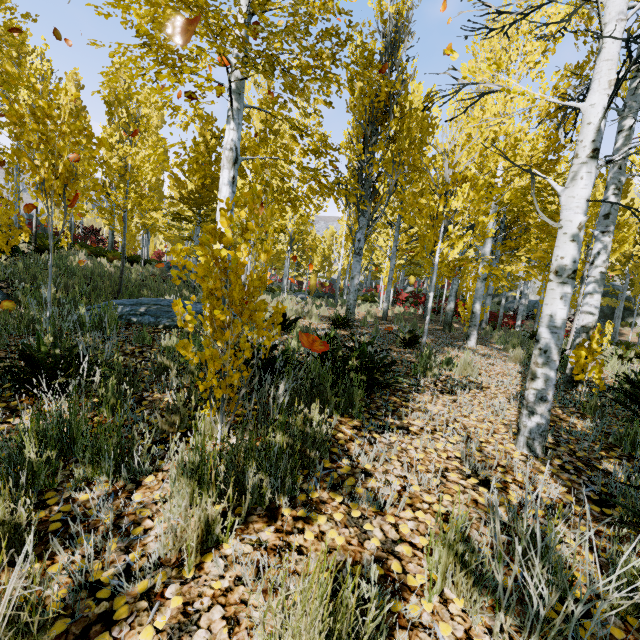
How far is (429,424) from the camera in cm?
256

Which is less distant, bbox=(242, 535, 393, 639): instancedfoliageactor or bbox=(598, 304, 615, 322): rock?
bbox=(242, 535, 393, 639): instancedfoliageactor

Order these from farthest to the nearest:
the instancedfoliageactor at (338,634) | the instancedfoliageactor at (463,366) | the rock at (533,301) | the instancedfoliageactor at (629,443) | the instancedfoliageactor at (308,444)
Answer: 1. the rock at (533,301)
2. the instancedfoliageactor at (463,366)
3. the instancedfoliageactor at (629,443)
4. the instancedfoliageactor at (308,444)
5. the instancedfoliageactor at (338,634)

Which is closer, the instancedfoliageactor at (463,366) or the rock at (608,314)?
the instancedfoliageactor at (463,366)

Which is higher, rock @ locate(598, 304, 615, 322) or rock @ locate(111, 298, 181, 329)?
rock @ locate(598, 304, 615, 322)

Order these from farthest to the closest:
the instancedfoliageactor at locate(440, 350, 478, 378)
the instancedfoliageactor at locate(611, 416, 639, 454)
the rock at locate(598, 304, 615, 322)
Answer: the rock at locate(598, 304, 615, 322)
the instancedfoliageactor at locate(440, 350, 478, 378)
the instancedfoliageactor at locate(611, 416, 639, 454)

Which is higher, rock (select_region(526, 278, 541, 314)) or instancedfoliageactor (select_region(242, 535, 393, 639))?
rock (select_region(526, 278, 541, 314))
